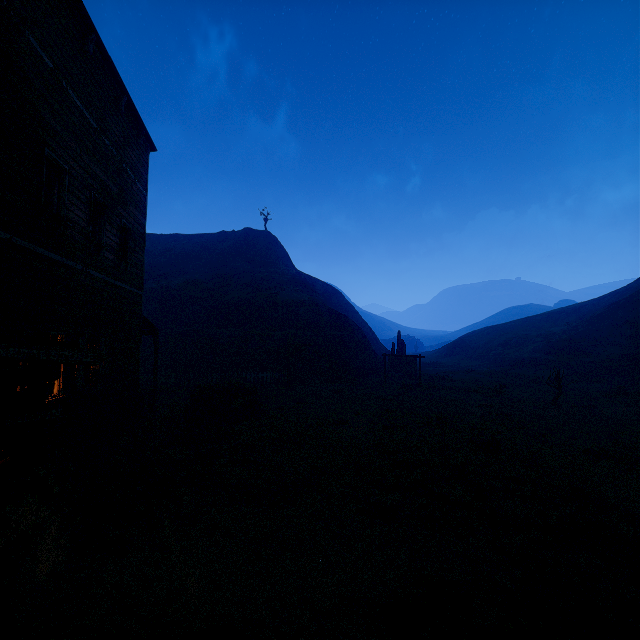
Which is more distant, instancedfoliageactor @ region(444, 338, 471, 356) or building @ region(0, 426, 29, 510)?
instancedfoliageactor @ region(444, 338, 471, 356)

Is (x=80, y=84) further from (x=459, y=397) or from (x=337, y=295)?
(x=337, y=295)

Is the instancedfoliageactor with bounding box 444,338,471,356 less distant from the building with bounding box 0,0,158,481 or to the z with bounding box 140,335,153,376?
the z with bounding box 140,335,153,376

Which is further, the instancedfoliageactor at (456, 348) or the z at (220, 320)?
the instancedfoliageactor at (456, 348)

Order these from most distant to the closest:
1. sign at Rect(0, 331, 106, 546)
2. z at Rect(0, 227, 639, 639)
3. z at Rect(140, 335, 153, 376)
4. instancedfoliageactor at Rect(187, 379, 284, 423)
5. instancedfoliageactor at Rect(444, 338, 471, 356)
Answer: instancedfoliageactor at Rect(444, 338, 471, 356)
z at Rect(140, 335, 153, 376)
instancedfoliageactor at Rect(187, 379, 284, 423)
sign at Rect(0, 331, 106, 546)
z at Rect(0, 227, 639, 639)

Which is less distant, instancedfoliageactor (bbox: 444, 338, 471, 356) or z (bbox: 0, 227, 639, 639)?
z (bbox: 0, 227, 639, 639)

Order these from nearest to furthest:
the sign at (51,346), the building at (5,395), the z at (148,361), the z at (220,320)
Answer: the z at (220,320) < the sign at (51,346) < the building at (5,395) < the z at (148,361)

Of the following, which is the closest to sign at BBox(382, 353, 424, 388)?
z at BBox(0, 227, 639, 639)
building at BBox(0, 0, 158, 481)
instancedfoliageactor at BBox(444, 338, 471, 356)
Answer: z at BBox(0, 227, 639, 639)
